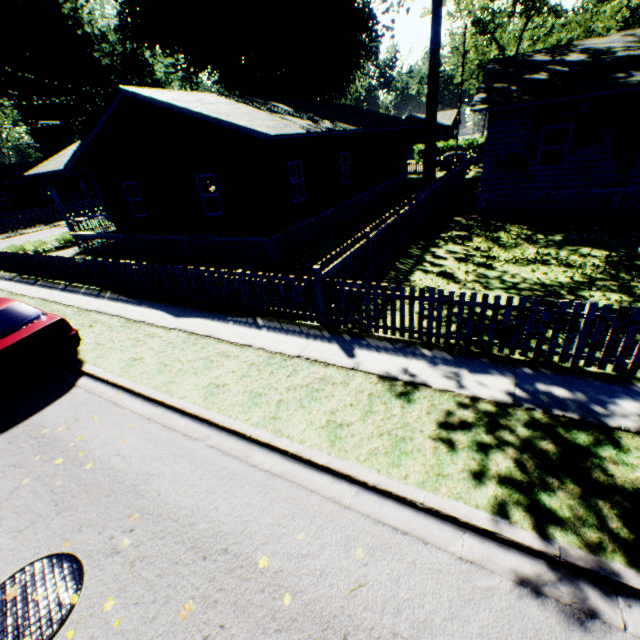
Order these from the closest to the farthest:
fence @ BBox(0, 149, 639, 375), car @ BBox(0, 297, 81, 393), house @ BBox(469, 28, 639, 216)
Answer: fence @ BBox(0, 149, 639, 375)
car @ BBox(0, 297, 81, 393)
house @ BBox(469, 28, 639, 216)

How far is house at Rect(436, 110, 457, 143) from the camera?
52.77m

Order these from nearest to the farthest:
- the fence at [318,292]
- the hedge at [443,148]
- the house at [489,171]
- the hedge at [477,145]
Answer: the fence at [318,292], the house at [489,171], the hedge at [477,145], the hedge at [443,148]

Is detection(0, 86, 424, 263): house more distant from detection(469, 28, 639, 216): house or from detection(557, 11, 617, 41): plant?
detection(469, 28, 639, 216): house

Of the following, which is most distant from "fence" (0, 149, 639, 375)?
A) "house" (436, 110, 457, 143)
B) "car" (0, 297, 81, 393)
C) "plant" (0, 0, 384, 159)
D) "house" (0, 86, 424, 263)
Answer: "house" (436, 110, 457, 143)

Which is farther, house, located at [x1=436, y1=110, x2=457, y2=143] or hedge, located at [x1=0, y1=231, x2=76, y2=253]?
house, located at [x1=436, y1=110, x2=457, y2=143]

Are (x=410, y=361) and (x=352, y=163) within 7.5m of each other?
no

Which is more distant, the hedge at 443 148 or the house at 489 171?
the hedge at 443 148
